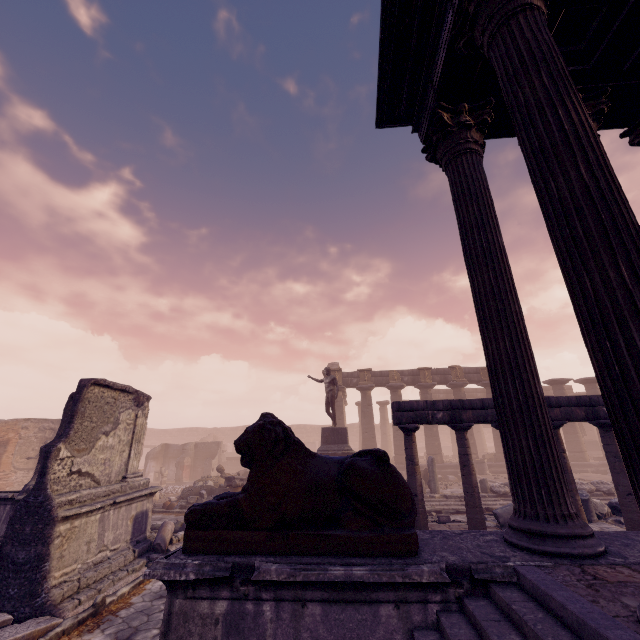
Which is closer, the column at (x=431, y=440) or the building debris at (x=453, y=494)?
the building debris at (x=453, y=494)

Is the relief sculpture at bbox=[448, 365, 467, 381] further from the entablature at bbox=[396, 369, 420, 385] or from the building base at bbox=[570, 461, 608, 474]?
the building base at bbox=[570, 461, 608, 474]

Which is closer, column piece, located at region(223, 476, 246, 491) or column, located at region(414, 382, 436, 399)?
column piece, located at region(223, 476, 246, 491)

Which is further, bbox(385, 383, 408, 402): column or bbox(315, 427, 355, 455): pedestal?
bbox(385, 383, 408, 402): column

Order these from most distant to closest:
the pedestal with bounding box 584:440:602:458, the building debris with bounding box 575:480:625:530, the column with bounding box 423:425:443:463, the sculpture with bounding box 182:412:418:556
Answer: the pedestal with bounding box 584:440:602:458
the column with bounding box 423:425:443:463
the building debris with bounding box 575:480:625:530
the sculpture with bounding box 182:412:418:556

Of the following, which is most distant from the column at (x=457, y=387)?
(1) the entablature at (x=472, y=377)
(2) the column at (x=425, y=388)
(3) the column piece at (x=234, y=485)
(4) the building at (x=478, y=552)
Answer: (4) the building at (x=478, y=552)

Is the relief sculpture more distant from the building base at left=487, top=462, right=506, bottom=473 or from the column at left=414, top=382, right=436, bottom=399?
the building base at left=487, top=462, right=506, bottom=473

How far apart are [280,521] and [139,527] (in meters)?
6.91
